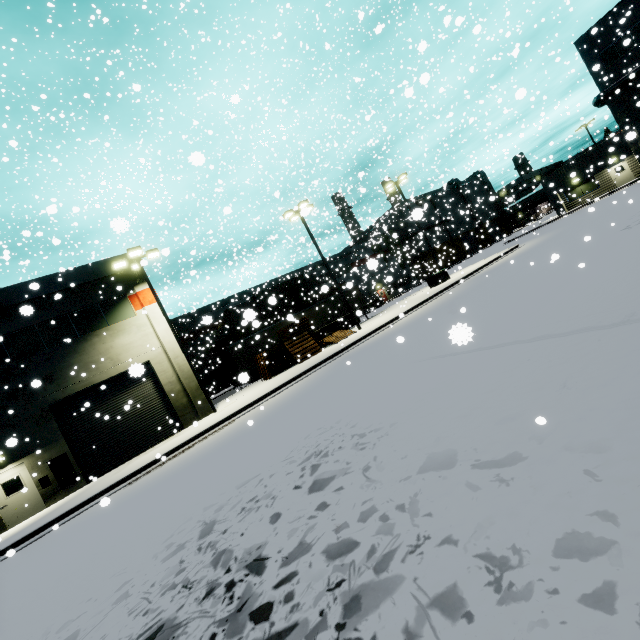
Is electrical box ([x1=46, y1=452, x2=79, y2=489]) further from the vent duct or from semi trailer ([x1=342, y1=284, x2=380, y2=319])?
the vent duct

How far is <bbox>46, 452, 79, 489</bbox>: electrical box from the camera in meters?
15.7 m

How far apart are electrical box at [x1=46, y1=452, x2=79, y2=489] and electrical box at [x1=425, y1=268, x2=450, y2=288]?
27.0 meters

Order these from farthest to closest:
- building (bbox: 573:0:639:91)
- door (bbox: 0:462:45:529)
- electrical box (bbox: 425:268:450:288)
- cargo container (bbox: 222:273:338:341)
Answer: building (bbox: 573:0:639:91), electrical box (bbox: 425:268:450:288), cargo container (bbox: 222:273:338:341), door (bbox: 0:462:45:529)

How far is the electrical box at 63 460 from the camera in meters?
15.7

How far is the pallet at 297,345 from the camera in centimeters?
2122cm

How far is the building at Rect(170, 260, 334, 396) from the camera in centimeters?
3769cm

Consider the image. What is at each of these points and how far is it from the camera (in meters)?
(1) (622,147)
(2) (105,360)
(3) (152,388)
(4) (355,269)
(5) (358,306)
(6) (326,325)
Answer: (1) building, 32.38
(2) building, 17.83
(3) roll-up door, 18.73
(4) building, 13.05
(5) semi trailer, 33.97
(6) semi trailer, 27.91
